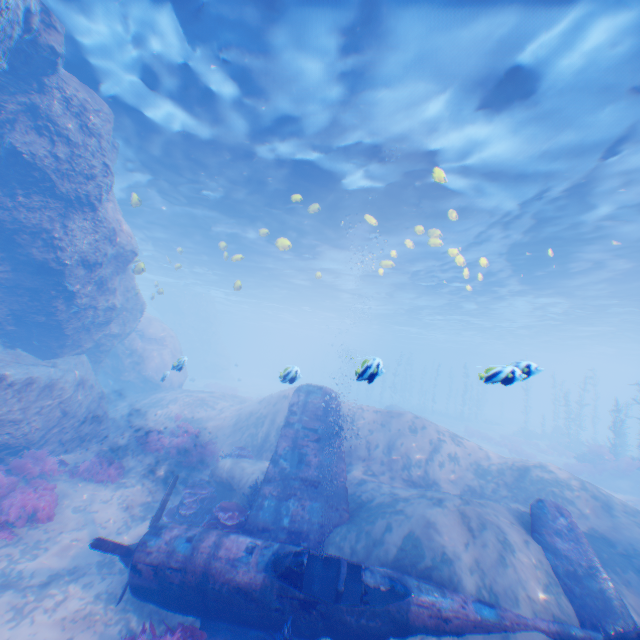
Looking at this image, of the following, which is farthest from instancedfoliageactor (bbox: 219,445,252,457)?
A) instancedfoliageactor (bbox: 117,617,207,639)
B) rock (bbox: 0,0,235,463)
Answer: instancedfoliageactor (bbox: 117,617,207,639)

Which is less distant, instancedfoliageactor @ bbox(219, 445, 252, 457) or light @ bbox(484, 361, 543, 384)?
light @ bbox(484, 361, 543, 384)

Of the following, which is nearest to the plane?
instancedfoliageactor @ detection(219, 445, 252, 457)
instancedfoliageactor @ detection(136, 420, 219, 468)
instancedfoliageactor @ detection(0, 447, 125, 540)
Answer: instancedfoliageactor @ detection(136, 420, 219, 468)

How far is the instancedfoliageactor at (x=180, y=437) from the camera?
12.84m

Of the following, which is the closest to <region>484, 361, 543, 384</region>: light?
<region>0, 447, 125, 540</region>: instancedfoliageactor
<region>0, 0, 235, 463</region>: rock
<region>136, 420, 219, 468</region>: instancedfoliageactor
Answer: <region>0, 0, 235, 463</region>: rock

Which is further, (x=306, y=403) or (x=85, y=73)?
(x=306, y=403)

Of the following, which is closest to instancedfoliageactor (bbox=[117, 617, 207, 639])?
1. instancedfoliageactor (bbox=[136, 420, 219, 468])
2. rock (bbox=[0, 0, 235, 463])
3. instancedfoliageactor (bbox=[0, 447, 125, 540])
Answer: rock (bbox=[0, 0, 235, 463])

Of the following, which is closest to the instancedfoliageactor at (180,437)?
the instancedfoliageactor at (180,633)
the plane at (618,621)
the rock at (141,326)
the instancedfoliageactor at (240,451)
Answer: the rock at (141,326)
